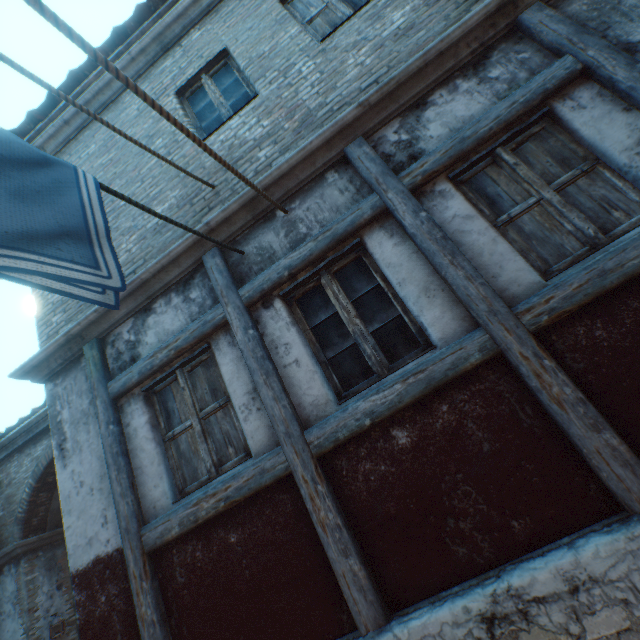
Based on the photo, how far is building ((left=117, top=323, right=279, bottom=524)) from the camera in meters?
3.2

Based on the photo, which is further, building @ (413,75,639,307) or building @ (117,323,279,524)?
building @ (117,323,279,524)

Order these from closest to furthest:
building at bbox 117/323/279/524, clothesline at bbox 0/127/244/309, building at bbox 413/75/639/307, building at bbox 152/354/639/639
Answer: clothesline at bbox 0/127/244/309 < building at bbox 152/354/639/639 < building at bbox 413/75/639/307 < building at bbox 117/323/279/524

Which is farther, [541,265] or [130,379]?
[130,379]

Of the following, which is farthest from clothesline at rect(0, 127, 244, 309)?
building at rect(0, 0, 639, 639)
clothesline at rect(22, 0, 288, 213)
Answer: clothesline at rect(22, 0, 288, 213)

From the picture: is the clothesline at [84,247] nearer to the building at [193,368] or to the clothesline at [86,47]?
the building at [193,368]

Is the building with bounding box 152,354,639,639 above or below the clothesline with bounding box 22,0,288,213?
below
